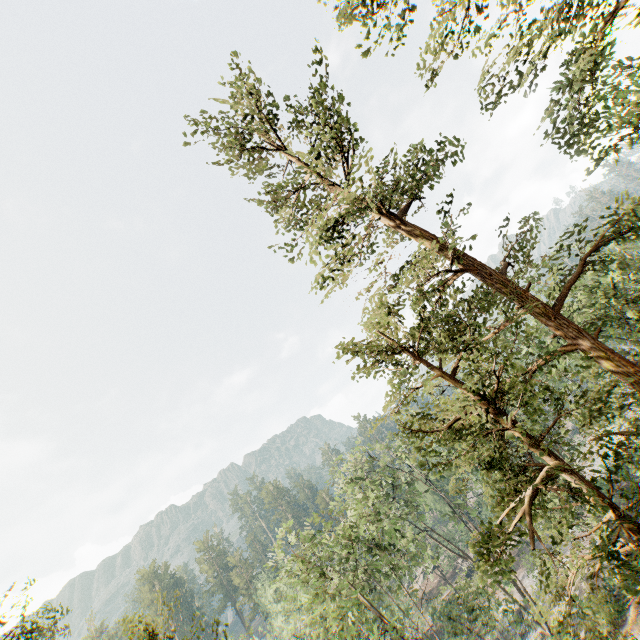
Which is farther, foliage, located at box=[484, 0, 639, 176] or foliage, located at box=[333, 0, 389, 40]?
foliage, located at box=[333, 0, 389, 40]

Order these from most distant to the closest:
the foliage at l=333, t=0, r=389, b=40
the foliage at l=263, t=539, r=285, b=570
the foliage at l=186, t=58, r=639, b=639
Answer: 1. the foliage at l=263, t=539, r=285, b=570
2. the foliage at l=333, t=0, r=389, b=40
3. the foliage at l=186, t=58, r=639, b=639

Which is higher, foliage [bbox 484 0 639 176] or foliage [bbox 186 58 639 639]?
foliage [bbox 484 0 639 176]

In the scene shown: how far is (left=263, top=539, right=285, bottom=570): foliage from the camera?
20.5 meters

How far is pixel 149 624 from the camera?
8.5m

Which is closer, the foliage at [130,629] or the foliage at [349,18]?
the foliage at [130,629]

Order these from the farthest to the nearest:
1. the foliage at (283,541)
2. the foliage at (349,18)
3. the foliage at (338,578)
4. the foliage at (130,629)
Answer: the foliage at (283,541) → the foliage at (349,18) → the foliage at (130,629) → the foliage at (338,578)
